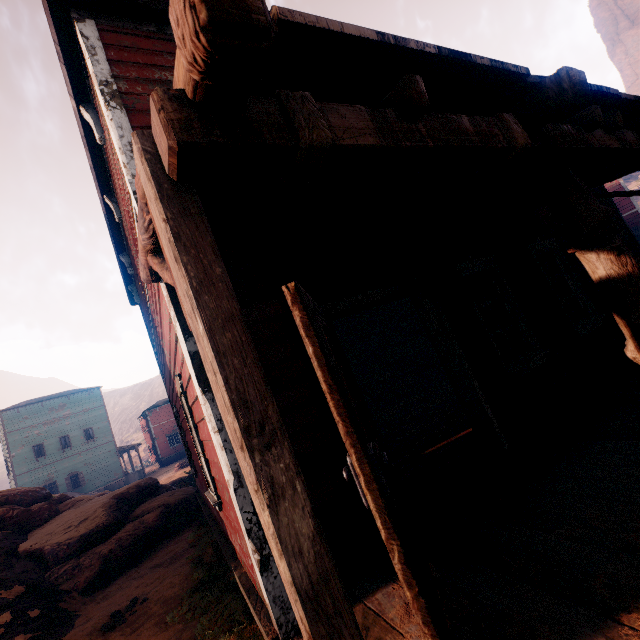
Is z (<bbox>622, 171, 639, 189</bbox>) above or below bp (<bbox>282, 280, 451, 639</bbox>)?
above

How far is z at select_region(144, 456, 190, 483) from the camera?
23.60m

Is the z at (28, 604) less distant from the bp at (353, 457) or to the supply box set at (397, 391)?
the bp at (353, 457)

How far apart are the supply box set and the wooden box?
0.0 meters

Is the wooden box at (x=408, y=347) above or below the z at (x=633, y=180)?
below

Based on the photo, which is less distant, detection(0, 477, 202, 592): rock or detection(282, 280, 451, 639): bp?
detection(282, 280, 451, 639): bp

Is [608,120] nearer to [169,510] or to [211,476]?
[211,476]
